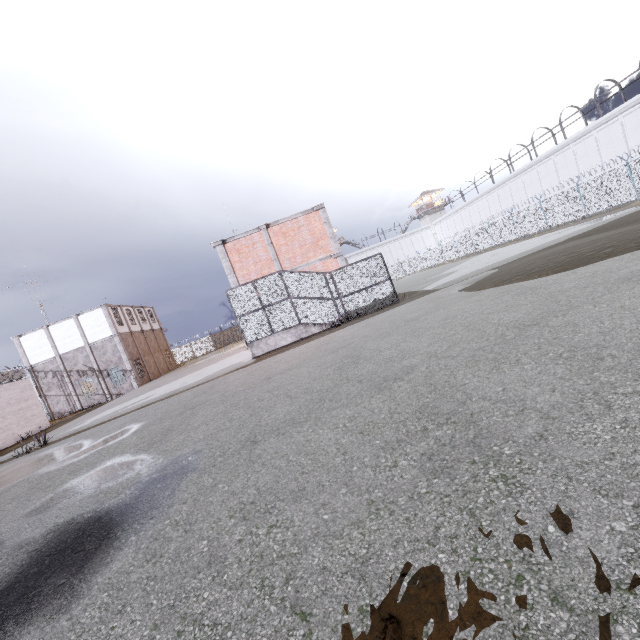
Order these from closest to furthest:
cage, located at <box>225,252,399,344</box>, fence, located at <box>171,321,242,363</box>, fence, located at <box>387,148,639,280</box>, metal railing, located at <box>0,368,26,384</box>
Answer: cage, located at <box>225,252,399,344</box> → metal railing, located at <box>0,368,26,384</box> → fence, located at <box>387,148,639,280</box> → fence, located at <box>171,321,242,363</box>

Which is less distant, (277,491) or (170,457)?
(277,491)

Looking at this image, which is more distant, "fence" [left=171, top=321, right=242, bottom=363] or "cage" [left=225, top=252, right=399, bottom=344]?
"fence" [left=171, top=321, right=242, bottom=363]

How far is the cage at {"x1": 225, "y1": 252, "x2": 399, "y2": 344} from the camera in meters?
16.8 m

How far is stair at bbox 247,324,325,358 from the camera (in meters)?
16.84

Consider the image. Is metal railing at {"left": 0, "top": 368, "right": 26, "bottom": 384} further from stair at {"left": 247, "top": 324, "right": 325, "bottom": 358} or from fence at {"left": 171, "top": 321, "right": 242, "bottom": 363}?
stair at {"left": 247, "top": 324, "right": 325, "bottom": 358}

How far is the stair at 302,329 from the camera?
16.8m

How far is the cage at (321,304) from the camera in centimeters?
1675cm
